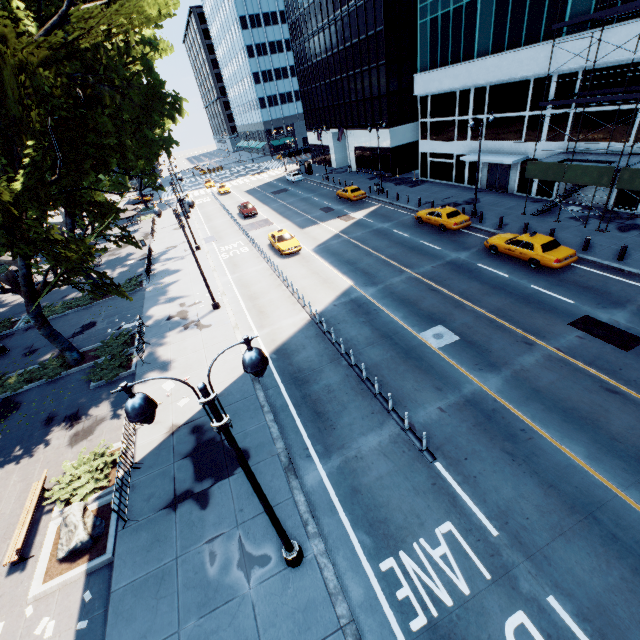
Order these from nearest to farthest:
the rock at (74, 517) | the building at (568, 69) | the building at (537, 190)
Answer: the rock at (74, 517) → the building at (568, 69) → the building at (537, 190)

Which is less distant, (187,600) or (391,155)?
(187,600)

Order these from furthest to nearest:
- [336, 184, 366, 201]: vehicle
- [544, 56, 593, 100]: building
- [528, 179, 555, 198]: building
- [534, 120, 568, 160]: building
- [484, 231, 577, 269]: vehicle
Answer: [336, 184, 366, 201]: vehicle, [528, 179, 555, 198]: building, [534, 120, 568, 160]: building, [544, 56, 593, 100]: building, [484, 231, 577, 269]: vehicle

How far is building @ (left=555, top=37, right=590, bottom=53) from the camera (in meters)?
21.27

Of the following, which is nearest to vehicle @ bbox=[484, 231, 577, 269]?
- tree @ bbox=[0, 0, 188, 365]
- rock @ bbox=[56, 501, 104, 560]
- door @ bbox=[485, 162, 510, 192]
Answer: door @ bbox=[485, 162, 510, 192]

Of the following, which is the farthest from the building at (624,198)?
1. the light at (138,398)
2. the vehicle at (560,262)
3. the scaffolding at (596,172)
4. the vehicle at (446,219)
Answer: the light at (138,398)

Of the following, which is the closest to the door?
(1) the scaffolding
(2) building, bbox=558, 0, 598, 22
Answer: (2) building, bbox=558, 0, 598, 22

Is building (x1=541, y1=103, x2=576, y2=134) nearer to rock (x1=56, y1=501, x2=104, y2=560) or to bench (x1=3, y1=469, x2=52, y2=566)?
rock (x1=56, y1=501, x2=104, y2=560)
